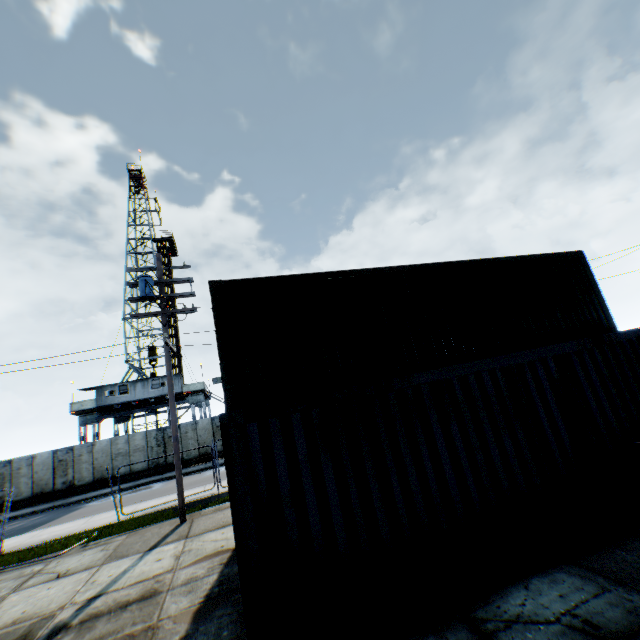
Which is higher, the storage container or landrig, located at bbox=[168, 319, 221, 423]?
landrig, located at bbox=[168, 319, 221, 423]

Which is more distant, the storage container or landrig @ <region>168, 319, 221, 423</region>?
landrig @ <region>168, 319, 221, 423</region>

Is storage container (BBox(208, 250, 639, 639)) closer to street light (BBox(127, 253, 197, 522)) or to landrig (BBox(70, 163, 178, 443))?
street light (BBox(127, 253, 197, 522))

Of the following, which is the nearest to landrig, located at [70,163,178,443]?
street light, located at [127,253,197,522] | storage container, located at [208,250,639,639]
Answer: street light, located at [127,253,197,522]

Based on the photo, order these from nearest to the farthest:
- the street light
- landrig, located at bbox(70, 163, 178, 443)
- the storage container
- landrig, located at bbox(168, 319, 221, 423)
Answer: the storage container, the street light, landrig, located at bbox(70, 163, 178, 443), landrig, located at bbox(168, 319, 221, 423)

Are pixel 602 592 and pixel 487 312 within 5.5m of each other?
no

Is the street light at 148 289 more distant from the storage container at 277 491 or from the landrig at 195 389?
the landrig at 195 389

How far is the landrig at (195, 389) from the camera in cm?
3061
